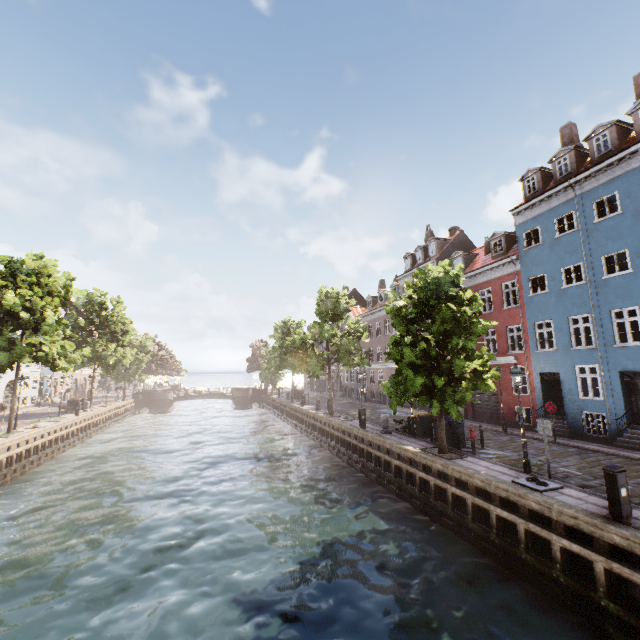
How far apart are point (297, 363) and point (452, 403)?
16.0 meters

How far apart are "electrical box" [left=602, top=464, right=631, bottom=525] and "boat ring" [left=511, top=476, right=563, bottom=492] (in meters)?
1.96

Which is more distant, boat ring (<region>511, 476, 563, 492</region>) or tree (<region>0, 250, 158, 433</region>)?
tree (<region>0, 250, 158, 433</region>)

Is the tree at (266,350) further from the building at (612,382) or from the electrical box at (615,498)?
the electrical box at (615,498)

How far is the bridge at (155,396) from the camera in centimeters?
4962cm

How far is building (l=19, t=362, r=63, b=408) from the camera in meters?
37.6 m

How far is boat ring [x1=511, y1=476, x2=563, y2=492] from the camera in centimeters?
977cm
